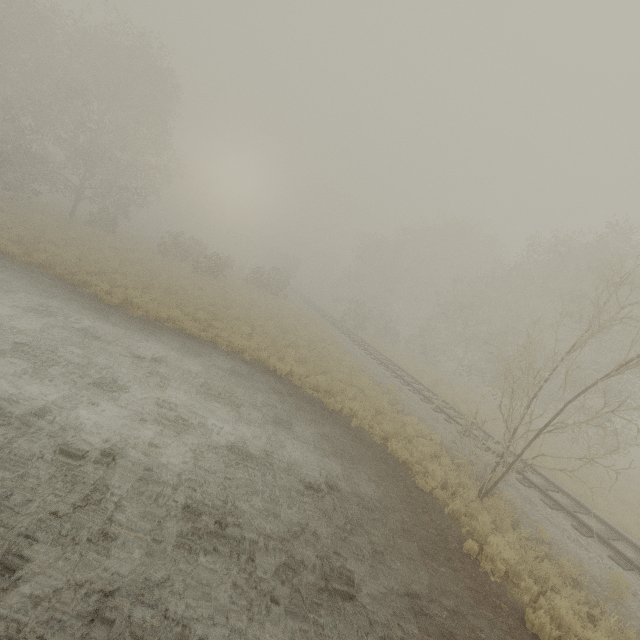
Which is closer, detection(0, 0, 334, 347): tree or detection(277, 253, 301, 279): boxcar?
detection(0, 0, 334, 347): tree

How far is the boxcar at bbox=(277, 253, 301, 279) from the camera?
57.5 meters

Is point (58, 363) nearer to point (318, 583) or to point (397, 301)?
point (318, 583)

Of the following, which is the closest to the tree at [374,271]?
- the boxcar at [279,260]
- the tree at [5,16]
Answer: the boxcar at [279,260]

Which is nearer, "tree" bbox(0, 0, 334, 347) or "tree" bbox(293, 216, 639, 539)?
"tree" bbox(293, 216, 639, 539)

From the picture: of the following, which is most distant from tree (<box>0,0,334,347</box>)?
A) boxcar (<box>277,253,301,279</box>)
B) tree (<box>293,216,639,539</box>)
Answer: tree (<box>293,216,639,539</box>)

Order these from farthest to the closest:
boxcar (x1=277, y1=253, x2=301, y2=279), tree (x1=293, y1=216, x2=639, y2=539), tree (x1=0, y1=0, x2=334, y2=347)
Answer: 1. boxcar (x1=277, y1=253, x2=301, y2=279)
2. tree (x1=0, y1=0, x2=334, y2=347)
3. tree (x1=293, y1=216, x2=639, y2=539)

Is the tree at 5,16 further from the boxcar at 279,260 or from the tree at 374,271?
the tree at 374,271
